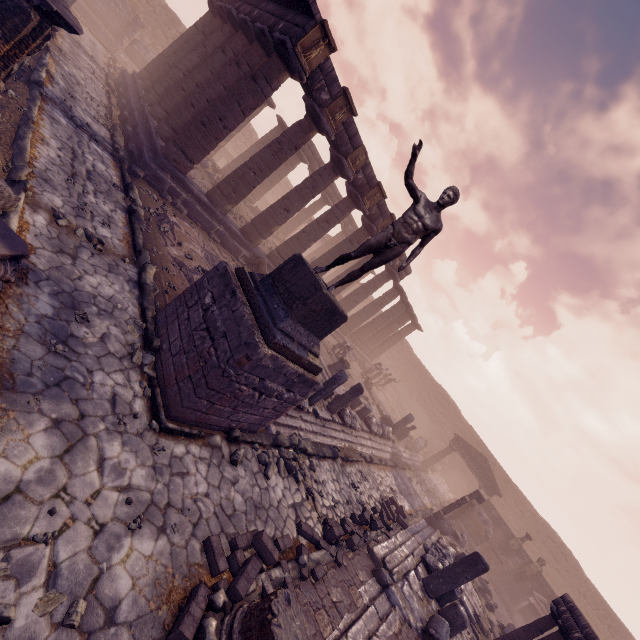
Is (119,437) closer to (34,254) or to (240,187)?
(34,254)

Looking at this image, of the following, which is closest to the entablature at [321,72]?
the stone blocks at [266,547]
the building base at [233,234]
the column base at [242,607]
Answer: the building base at [233,234]

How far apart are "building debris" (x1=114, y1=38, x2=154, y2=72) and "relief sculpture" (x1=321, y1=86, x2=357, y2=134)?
19.8 meters

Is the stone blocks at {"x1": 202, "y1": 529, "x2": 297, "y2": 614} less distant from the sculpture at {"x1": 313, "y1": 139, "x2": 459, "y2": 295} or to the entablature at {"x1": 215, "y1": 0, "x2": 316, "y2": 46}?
the sculpture at {"x1": 313, "y1": 139, "x2": 459, "y2": 295}

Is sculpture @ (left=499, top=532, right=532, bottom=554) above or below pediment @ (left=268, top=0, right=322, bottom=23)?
below

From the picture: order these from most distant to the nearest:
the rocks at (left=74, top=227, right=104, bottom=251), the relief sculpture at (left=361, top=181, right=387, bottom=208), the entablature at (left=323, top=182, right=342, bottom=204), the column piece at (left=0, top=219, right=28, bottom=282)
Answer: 1. the entablature at (left=323, top=182, right=342, bottom=204)
2. the relief sculpture at (left=361, top=181, right=387, bottom=208)
3. the rocks at (left=74, top=227, right=104, bottom=251)
4. the column piece at (left=0, top=219, right=28, bottom=282)

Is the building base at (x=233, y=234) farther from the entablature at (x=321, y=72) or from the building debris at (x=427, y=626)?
the building debris at (x=427, y=626)

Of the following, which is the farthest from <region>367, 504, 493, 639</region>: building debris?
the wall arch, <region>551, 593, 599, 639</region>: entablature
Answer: the wall arch
